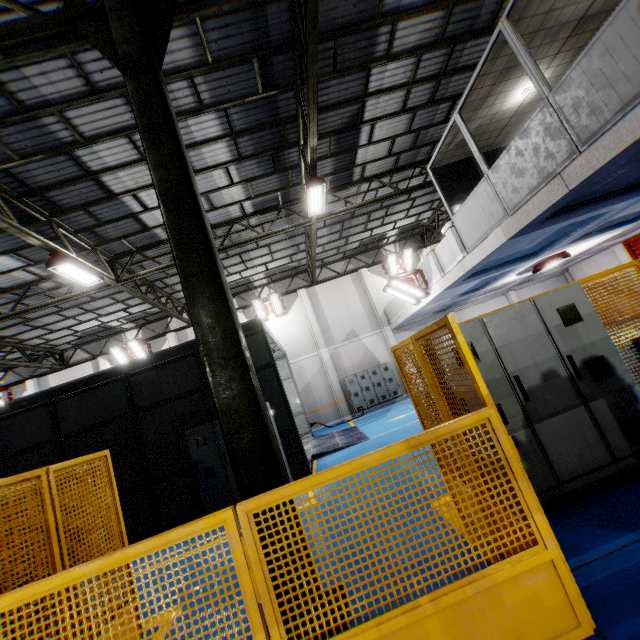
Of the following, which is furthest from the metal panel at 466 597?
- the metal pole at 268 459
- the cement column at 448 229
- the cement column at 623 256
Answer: the cement column at 623 256

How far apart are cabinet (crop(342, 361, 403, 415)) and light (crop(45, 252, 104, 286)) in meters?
12.1 m

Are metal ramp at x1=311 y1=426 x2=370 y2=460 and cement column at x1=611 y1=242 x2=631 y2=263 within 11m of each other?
no

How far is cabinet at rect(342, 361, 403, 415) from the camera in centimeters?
1759cm

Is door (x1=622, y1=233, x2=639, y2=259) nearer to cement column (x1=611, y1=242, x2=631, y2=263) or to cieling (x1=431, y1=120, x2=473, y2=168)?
cement column (x1=611, y1=242, x2=631, y2=263)

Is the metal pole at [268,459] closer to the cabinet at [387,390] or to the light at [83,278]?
the light at [83,278]

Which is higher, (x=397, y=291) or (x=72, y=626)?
(x=397, y=291)

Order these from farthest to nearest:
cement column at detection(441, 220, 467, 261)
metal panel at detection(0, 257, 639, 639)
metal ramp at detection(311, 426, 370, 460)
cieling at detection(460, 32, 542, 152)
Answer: metal ramp at detection(311, 426, 370, 460)
cement column at detection(441, 220, 467, 261)
cieling at detection(460, 32, 542, 152)
metal panel at detection(0, 257, 639, 639)
